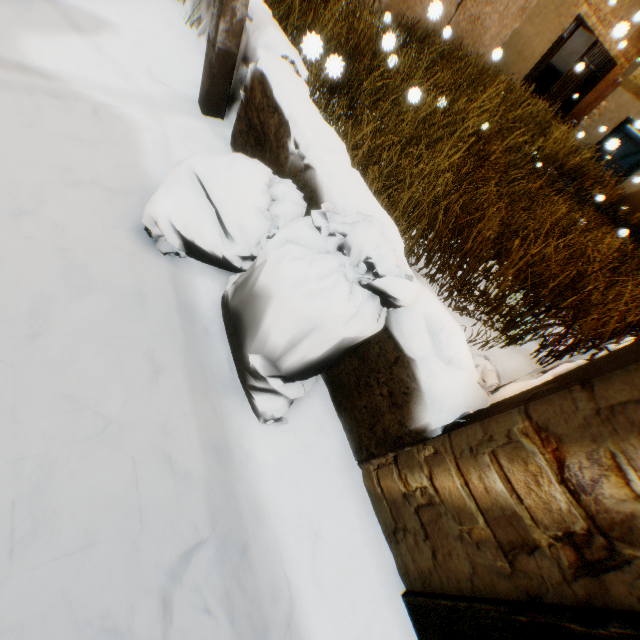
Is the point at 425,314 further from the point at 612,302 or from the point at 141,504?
the point at 612,302

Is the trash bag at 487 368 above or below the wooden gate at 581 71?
below

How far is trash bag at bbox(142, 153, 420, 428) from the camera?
1.0 meters

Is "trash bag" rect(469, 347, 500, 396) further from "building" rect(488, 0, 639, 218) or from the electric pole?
the electric pole

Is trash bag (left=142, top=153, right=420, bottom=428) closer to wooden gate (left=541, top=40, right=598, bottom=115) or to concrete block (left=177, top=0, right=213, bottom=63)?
concrete block (left=177, top=0, right=213, bottom=63)

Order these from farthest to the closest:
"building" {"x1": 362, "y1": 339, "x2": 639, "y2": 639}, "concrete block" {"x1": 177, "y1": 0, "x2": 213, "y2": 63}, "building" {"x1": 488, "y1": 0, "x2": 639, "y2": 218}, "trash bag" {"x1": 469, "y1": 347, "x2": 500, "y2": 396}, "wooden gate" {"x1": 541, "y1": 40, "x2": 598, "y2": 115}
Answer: "wooden gate" {"x1": 541, "y1": 40, "x2": 598, "y2": 115}
"building" {"x1": 488, "y1": 0, "x2": 639, "y2": 218}
"concrete block" {"x1": 177, "y1": 0, "x2": 213, "y2": 63}
"trash bag" {"x1": 469, "y1": 347, "x2": 500, "y2": 396}
"building" {"x1": 362, "y1": 339, "x2": 639, "y2": 639}

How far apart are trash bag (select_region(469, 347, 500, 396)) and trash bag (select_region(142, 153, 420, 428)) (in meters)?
0.54

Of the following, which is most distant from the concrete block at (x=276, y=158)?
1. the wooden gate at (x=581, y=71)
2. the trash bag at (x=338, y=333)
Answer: the wooden gate at (x=581, y=71)
